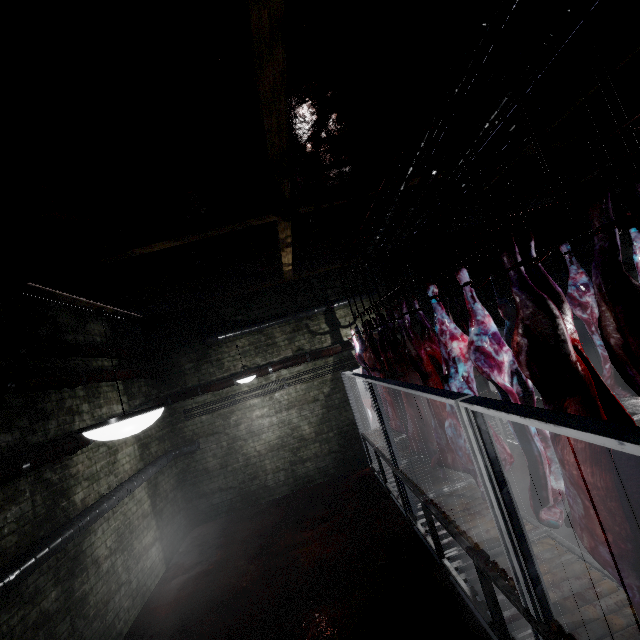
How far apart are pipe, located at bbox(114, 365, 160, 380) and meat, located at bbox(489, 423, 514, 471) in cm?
389

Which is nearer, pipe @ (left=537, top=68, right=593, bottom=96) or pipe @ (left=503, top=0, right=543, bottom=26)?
pipe @ (left=503, top=0, right=543, bottom=26)

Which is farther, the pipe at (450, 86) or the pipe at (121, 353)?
the pipe at (121, 353)

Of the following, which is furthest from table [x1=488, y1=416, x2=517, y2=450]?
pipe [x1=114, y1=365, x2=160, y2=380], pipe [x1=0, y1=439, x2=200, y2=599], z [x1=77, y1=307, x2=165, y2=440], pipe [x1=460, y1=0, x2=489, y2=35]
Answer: pipe [x1=114, y1=365, x2=160, y2=380]

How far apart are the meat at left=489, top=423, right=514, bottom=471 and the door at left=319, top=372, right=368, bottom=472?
4.1 meters

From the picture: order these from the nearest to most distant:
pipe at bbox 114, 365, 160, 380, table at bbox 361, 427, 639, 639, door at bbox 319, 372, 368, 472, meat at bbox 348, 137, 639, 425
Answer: meat at bbox 348, 137, 639, 425
table at bbox 361, 427, 639, 639
pipe at bbox 114, 365, 160, 380
door at bbox 319, 372, 368, 472

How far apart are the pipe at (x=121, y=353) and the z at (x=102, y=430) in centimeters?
195cm

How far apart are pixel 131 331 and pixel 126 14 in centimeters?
561cm
